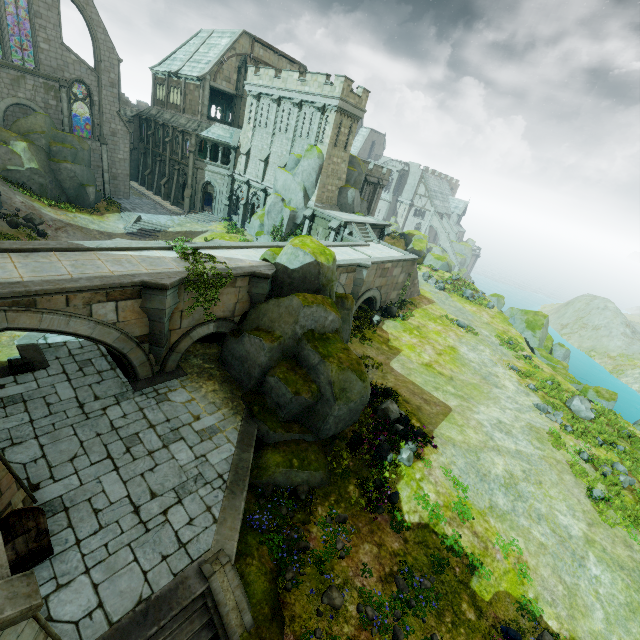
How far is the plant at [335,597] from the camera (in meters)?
9.72

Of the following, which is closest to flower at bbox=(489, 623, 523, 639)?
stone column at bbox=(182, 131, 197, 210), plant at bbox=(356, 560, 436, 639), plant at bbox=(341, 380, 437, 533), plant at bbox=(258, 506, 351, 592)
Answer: plant at bbox=(356, 560, 436, 639)

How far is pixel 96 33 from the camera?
31.2 meters

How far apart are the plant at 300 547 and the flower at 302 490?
0.0m

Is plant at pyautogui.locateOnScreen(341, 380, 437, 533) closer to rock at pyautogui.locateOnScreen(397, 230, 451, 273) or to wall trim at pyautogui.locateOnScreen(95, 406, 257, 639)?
wall trim at pyautogui.locateOnScreen(95, 406, 257, 639)

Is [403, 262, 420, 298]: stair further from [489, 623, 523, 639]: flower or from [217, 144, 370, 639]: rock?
[489, 623, 523, 639]: flower

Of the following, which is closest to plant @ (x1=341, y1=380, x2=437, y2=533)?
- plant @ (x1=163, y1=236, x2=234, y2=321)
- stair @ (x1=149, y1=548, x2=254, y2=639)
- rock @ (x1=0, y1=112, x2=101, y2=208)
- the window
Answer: stair @ (x1=149, y1=548, x2=254, y2=639)

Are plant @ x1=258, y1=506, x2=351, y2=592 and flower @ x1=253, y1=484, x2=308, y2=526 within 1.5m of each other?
yes
